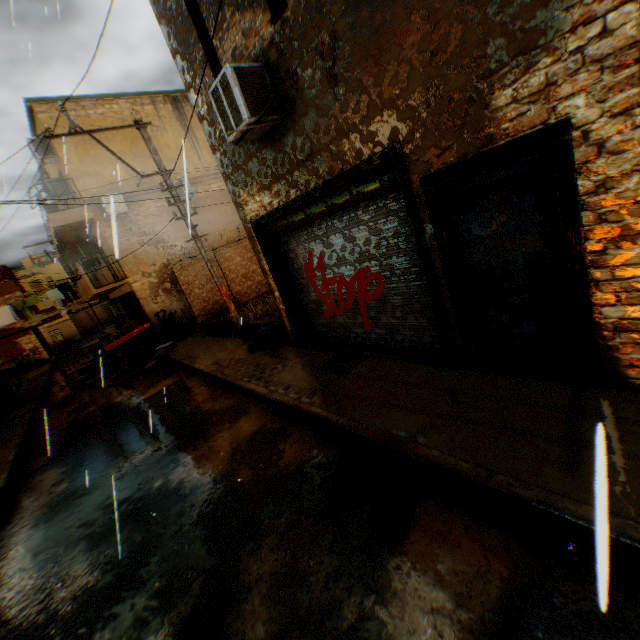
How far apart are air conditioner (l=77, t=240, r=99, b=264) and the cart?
4.9 meters

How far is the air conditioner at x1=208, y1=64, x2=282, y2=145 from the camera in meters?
4.9

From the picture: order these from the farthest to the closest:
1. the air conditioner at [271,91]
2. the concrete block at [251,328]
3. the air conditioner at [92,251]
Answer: the air conditioner at [92,251] < the concrete block at [251,328] < the air conditioner at [271,91]

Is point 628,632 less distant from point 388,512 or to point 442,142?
point 388,512

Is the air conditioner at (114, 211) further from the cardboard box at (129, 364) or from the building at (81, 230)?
the cardboard box at (129, 364)

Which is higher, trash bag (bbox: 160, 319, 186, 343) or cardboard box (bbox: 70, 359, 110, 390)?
trash bag (bbox: 160, 319, 186, 343)

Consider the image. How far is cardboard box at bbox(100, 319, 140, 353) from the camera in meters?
13.5 m
